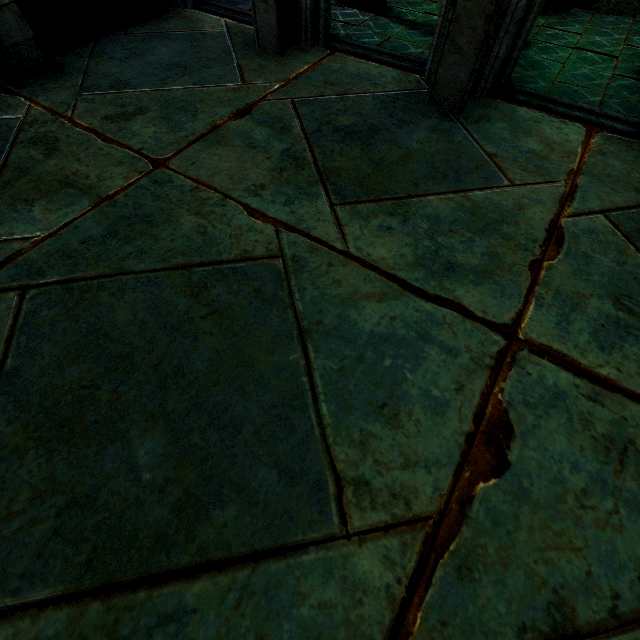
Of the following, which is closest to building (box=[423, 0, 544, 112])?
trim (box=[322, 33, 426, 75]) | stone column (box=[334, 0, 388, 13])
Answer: trim (box=[322, 33, 426, 75])

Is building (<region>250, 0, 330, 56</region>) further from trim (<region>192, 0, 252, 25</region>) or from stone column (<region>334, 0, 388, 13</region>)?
stone column (<region>334, 0, 388, 13</region>)

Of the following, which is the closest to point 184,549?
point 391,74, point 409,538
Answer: point 409,538

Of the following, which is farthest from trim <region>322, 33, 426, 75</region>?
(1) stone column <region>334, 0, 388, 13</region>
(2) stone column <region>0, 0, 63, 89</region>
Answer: (2) stone column <region>0, 0, 63, 89</region>

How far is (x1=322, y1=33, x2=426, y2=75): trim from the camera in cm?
532

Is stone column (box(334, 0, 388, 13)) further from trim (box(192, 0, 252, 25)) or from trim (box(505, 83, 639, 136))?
trim (box(505, 83, 639, 136))

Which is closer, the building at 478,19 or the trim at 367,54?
the building at 478,19

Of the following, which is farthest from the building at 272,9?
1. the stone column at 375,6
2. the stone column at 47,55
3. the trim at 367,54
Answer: the stone column at 47,55
